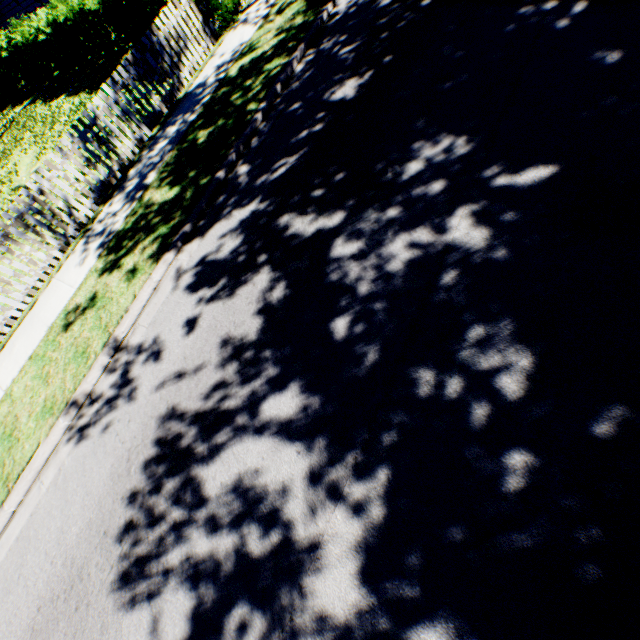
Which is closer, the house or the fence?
the fence

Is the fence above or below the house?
below

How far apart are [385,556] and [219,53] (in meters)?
11.00

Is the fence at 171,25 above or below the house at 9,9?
below

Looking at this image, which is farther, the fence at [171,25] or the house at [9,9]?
the house at [9,9]
